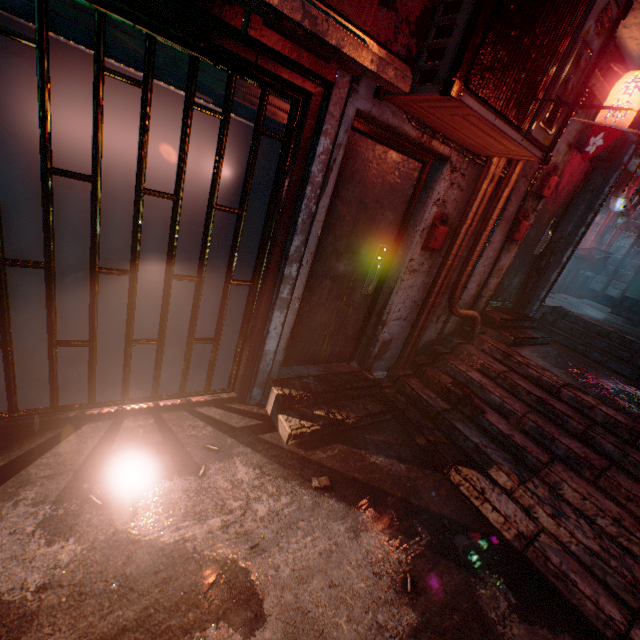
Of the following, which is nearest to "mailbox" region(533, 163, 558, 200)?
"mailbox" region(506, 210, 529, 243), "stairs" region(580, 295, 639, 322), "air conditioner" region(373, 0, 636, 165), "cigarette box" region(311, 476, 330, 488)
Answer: "mailbox" region(506, 210, 529, 243)

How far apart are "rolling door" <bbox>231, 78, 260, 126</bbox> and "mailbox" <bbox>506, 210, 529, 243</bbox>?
2.8 meters

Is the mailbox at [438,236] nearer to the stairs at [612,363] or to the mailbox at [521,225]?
the mailbox at [521,225]

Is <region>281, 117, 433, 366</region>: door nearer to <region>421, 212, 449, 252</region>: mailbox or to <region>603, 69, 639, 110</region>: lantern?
<region>421, 212, 449, 252</region>: mailbox

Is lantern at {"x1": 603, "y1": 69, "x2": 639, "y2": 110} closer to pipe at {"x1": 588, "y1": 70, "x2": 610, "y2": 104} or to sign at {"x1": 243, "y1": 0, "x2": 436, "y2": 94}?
pipe at {"x1": 588, "y1": 70, "x2": 610, "y2": 104}

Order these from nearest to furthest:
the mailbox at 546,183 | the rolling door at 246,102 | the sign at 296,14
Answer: the sign at 296,14 < the rolling door at 246,102 < the mailbox at 546,183

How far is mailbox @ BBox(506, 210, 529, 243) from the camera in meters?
3.5

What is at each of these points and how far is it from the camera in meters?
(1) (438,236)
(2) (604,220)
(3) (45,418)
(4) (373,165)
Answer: (1) mailbox, 2.9 m
(2) air duct, 7.7 m
(3) storefront, 2.0 m
(4) door, 2.5 m
